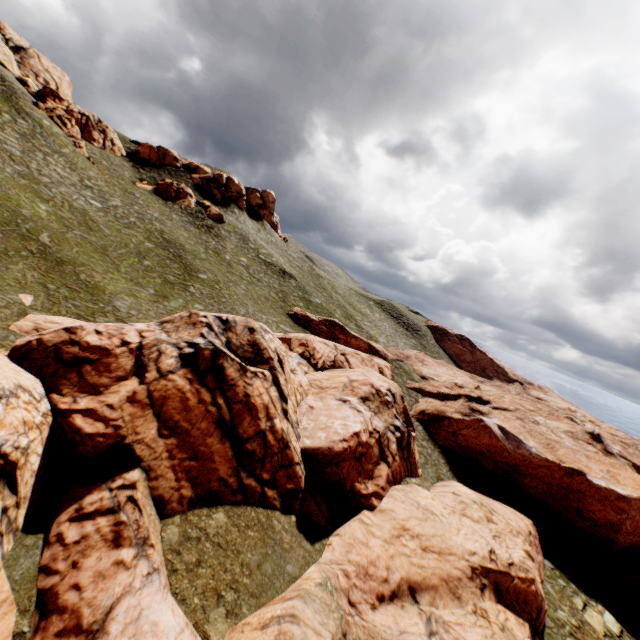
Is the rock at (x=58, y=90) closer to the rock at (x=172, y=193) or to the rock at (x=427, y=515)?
the rock at (x=172, y=193)

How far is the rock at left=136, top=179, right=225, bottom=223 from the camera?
54.3m

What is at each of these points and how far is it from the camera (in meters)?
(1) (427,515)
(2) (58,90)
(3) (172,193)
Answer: (1) rock, 22.56
(2) rock, 50.09
(3) rock, 54.62

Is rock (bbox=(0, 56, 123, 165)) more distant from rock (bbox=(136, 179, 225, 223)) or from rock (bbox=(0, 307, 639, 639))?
rock (bbox=(0, 307, 639, 639))

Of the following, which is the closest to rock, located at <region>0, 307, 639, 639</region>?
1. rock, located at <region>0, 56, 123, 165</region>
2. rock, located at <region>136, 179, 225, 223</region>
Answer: rock, located at <region>136, 179, 225, 223</region>

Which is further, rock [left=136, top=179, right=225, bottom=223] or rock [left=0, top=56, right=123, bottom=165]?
rock [left=136, top=179, right=225, bottom=223]

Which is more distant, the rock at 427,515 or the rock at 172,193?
the rock at 172,193
